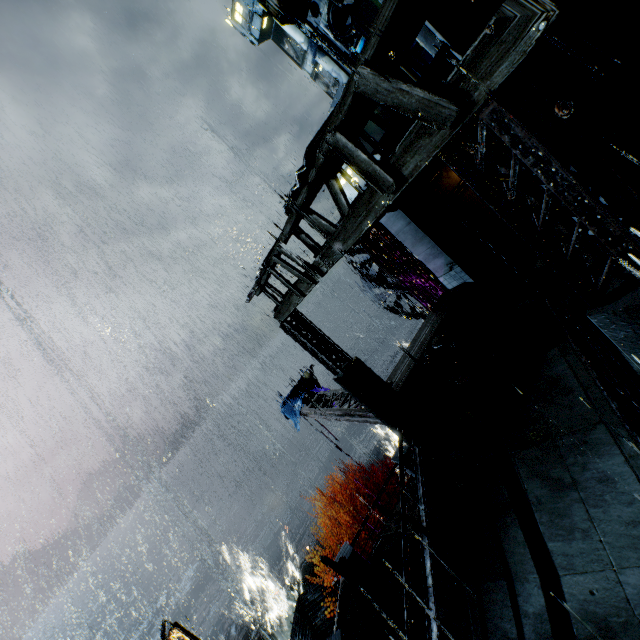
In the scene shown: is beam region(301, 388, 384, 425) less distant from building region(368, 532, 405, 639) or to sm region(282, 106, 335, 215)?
building region(368, 532, 405, 639)

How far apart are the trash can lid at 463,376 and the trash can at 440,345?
0.02m

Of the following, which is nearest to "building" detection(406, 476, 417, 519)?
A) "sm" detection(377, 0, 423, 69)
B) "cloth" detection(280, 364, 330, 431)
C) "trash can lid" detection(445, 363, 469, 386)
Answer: "sm" detection(377, 0, 423, 69)

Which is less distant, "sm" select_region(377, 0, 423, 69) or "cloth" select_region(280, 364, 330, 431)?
"sm" select_region(377, 0, 423, 69)

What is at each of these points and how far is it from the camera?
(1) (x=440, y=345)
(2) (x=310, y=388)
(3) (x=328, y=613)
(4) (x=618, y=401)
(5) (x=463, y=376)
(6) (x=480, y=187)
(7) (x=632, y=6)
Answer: (1) trash can, 11.02m
(2) cloth, 23.50m
(3) building, 21.66m
(4) railing, 5.61m
(5) trash can lid, 10.33m
(6) building, 3.54m
(7) stairs, 12.81m

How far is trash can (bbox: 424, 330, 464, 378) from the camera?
10.79m

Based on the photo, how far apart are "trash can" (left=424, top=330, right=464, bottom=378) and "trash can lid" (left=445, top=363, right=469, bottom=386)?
0.0 meters

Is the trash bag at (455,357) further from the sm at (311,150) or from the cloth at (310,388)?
the cloth at (310,388)
